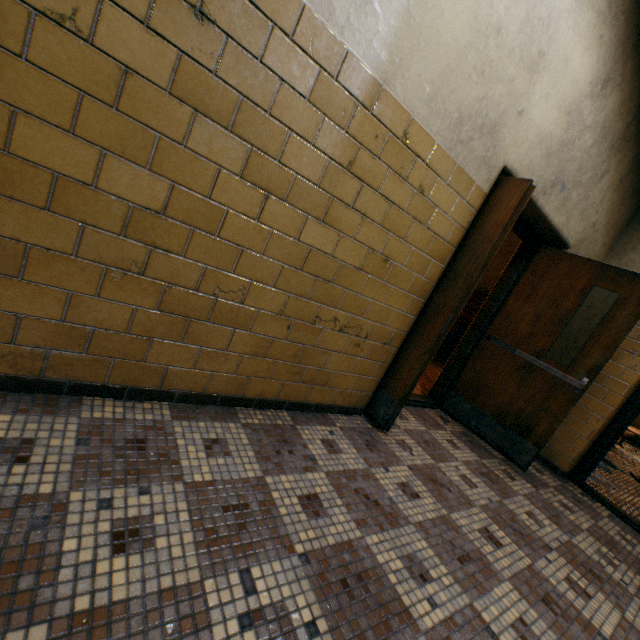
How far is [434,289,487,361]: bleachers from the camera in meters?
6.9 m

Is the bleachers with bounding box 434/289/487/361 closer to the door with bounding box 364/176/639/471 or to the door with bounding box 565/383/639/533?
the door with bounding box 364/176/639/471

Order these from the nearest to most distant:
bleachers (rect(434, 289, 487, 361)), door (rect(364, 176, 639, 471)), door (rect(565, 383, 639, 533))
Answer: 1. door (rect(364, 176, 639, 471))
2. door (rect(565, 383, 639, 533))
3. bleachers (rect(434, 289, 487, 361))

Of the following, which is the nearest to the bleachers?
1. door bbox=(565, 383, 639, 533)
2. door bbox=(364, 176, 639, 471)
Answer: door bbox=(364, 176, 639, 471)

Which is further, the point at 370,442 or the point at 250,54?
the point at 370,442

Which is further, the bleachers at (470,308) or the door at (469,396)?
the bleachers at (470,308)

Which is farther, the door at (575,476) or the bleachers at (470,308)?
→ the bleachers at (470,308)
